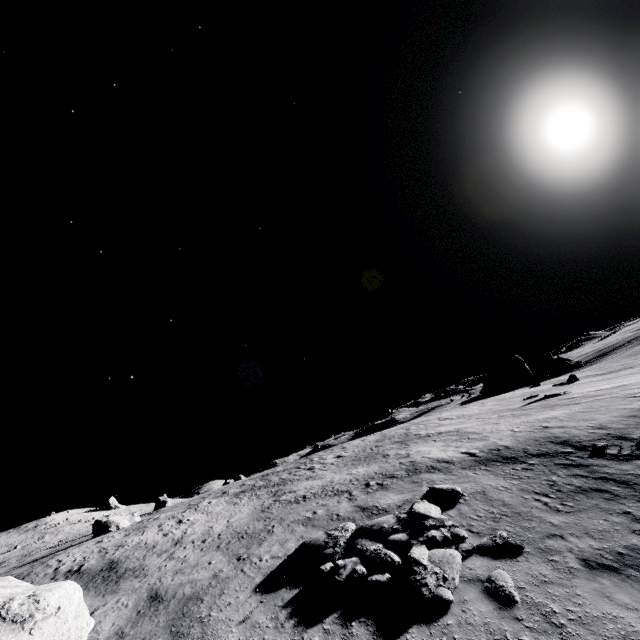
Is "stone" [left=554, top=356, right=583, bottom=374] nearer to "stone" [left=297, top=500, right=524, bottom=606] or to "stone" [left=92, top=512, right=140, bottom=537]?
"stone" [left=297, top=500, right=524, bottom=606]

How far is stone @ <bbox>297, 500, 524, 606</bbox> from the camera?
7.73m

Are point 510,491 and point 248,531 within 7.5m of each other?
no

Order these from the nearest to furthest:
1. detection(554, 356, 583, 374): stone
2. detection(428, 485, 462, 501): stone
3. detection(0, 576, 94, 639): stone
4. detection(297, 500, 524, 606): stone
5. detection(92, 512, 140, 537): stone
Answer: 1. detection(0, 576, 94, 639): stone
2. detection(297, 500, 524, 606): stone
3. detection(428, 485, 462, 501): stone
4. detection(92, 512, 140, 537): stone
5. detection(554, 356, 583, 374): stone

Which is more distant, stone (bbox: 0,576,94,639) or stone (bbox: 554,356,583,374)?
stone (bbox: 554,356,583,374)

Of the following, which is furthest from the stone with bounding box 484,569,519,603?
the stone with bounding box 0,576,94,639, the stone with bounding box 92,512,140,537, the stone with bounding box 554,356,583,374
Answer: the stone with bounding box 554,356,583,374

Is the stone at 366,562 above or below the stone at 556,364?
below

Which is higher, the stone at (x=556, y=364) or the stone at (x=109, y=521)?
the stone at (x=109, y=521)
